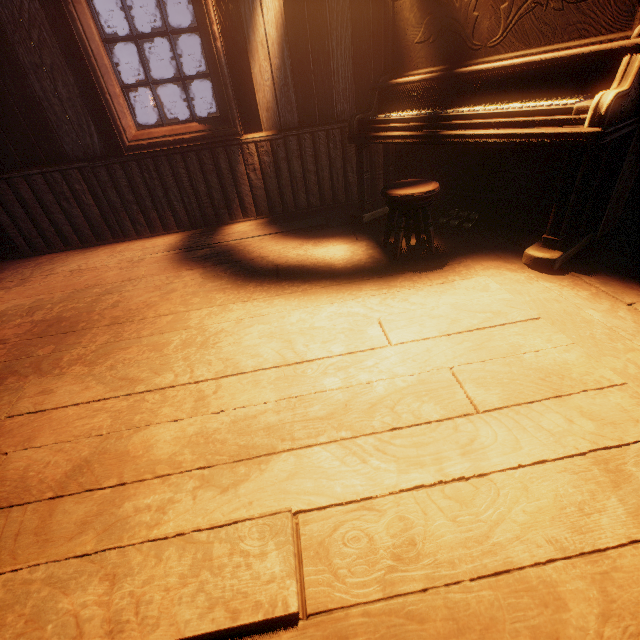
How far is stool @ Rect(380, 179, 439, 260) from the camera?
2.1 meters

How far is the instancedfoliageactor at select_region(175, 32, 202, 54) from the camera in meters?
36.0

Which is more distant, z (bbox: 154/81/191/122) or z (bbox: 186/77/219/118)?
z (bbox: 186/77/219/118)

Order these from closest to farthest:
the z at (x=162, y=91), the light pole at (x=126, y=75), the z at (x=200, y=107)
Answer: the light pole at (x=126, y=75) → the z at (x=162, y=91) → the z at (x=200, y=107)

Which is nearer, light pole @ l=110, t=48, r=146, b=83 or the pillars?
the pillars

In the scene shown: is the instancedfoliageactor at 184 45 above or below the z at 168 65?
above

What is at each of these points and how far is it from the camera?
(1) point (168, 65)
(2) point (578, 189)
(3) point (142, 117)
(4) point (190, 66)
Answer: (1) z, 34.7m
(2) piano, 2.1m
(3) light pole, 7.2m
(4) z, 33.8m

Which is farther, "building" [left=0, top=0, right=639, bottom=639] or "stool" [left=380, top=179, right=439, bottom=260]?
"stool" [left=380, top=179, right=439, bottom=260]
